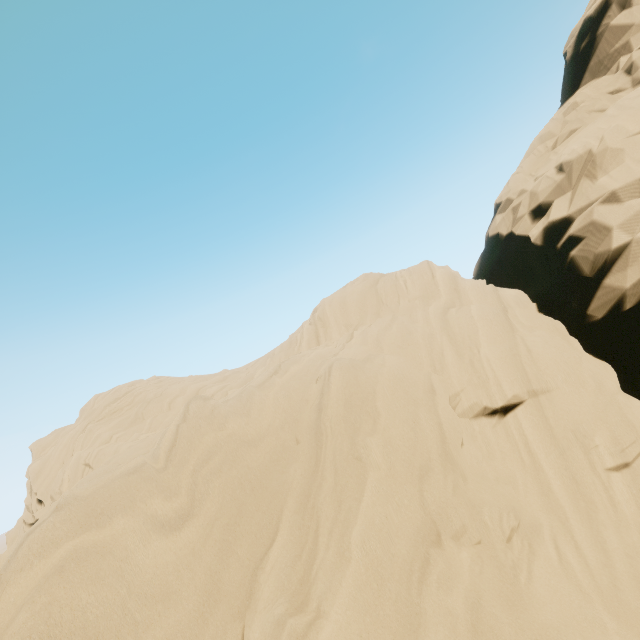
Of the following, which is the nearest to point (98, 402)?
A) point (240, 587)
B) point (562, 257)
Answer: point (240, 587)
